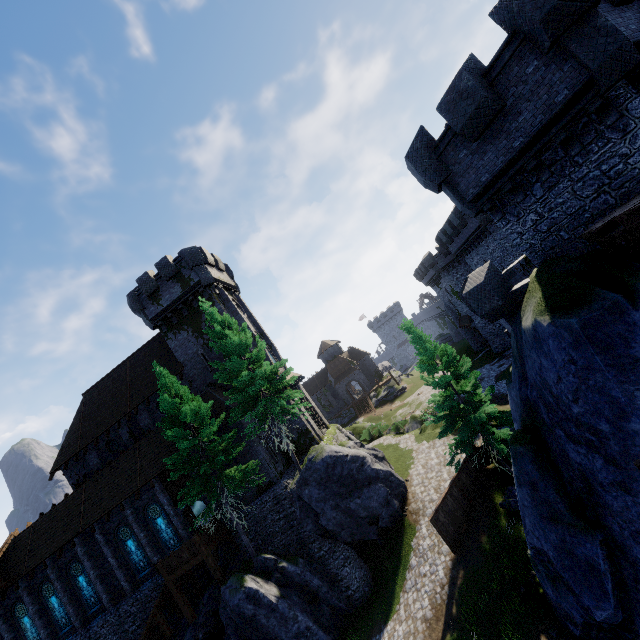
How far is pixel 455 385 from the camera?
20.69m

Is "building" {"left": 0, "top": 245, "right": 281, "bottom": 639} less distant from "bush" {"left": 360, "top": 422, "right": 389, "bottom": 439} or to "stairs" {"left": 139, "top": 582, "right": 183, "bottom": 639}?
"stairs" {"left": 139, "top": 582, "right": 183, "bottom": 639}

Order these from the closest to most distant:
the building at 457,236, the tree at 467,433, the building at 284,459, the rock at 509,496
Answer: the rock at 509,496 → the tree at 467,433 → the building at 284,459 → the building at 457,236

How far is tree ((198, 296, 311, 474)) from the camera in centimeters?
1962cm

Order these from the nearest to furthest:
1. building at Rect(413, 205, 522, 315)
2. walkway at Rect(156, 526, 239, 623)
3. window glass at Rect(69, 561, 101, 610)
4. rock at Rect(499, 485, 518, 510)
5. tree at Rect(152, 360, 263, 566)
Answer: rock at Rect(499, 485, 518, 510), tree at Rect(152, 360, 263, 566), walkway at Rect(156, 526, 239, 623), window glass at Rect(69, 561, 101, 610), building at Rect(413, 205, 522, 315)

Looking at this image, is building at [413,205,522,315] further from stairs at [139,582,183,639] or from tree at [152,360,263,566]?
stairs at [139,582,183,639]

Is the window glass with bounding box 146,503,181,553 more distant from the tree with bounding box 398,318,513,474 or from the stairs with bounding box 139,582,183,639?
the tree with bounding box 398,318,513,474

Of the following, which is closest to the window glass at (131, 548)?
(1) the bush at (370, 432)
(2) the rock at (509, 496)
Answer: (1) the bush at (370, 432)
